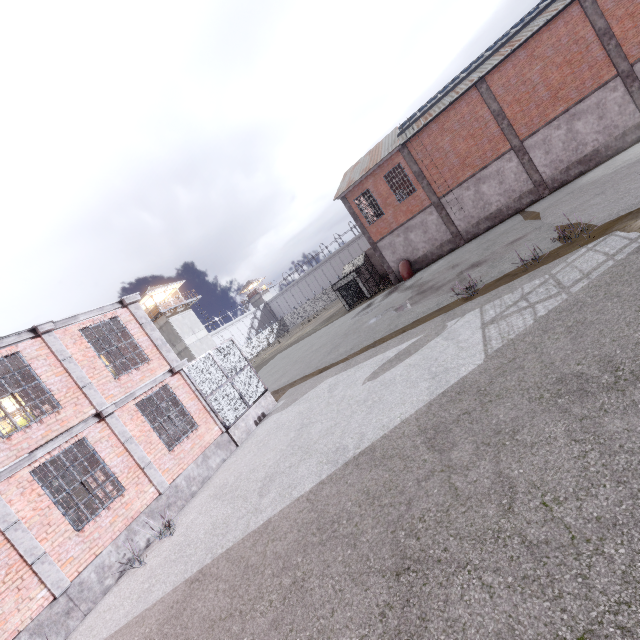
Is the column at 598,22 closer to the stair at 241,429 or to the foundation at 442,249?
the foundation at 442,249

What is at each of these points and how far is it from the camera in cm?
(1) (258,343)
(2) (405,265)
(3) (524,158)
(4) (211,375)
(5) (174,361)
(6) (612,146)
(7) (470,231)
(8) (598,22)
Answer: (1) fence, 5894
(2) pipe, 2634
(3) column, 2177
(4) cage, 1330
(5) trim, 1237
(6) foundation, 1991
(7) foundation, 2458
(8) column, 1836

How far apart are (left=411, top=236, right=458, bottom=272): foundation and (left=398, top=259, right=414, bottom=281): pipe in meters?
0.1 m

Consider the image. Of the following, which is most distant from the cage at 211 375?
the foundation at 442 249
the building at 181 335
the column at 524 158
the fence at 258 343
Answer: the building at 181 335

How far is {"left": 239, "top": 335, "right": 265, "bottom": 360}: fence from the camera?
55.52m

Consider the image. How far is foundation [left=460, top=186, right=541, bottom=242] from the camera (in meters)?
22.36

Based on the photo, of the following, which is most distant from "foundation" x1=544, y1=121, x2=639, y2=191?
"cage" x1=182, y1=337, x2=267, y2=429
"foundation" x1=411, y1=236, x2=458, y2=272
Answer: "cage" x1=182, y1=337, x2=267, y2=429

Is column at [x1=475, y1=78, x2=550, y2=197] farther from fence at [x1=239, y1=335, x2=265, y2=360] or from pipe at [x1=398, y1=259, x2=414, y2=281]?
fence at [x1=239, y1=335, x2=265, y2=360]
